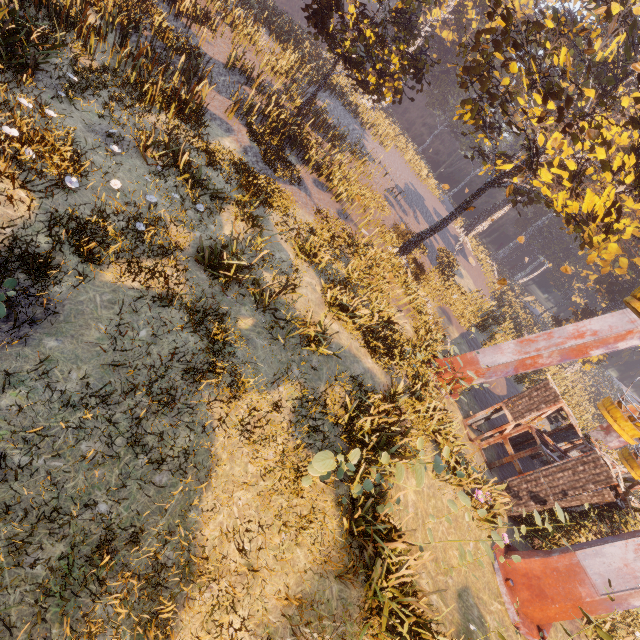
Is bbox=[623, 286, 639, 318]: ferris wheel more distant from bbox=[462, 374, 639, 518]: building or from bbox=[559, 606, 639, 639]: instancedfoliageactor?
bbox=[559, 606, 639, 639]: instancedfoliageactor

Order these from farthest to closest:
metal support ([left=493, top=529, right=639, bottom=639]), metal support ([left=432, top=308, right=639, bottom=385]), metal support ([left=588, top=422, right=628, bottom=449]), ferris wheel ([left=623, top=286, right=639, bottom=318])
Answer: metal support ([left=588, top=422, right=628, bottom=449]), metal support ([left=432, top=308, right=639, bottom=385]), metal support ([left=493, top=529, right=639, bottom=639]), ferris wheel ([left=623, top=286, right=639, bottom=318])

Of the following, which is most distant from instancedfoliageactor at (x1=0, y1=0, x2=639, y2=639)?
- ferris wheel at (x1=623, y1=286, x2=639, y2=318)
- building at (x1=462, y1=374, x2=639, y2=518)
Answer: ferris wheel at (x1=623, y1=286, x2=639, y2=318)

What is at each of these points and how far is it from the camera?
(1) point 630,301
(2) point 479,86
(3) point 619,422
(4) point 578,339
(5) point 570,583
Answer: (1) ferris wheel, 8.0 meters
(2) instancedfoliageactor, 55.8 meters
(3) ferris wheel, 11.0 meters
(4) metal support, 13.6 meters
(5) metal support, 9.5 meters

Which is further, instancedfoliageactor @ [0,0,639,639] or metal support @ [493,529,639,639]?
metal support @ [493,529,639,639]

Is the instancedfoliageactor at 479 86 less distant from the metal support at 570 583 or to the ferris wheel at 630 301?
the metal support at 570 583

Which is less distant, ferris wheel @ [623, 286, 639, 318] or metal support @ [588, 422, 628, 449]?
ferris wheel @ [623, 286, 639, 318]
